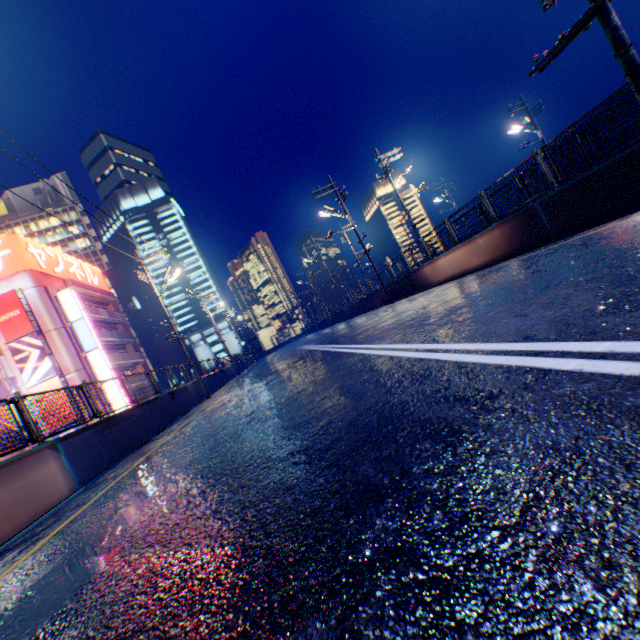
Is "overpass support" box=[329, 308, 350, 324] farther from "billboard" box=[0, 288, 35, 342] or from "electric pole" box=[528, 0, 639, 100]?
"billboard" box=[0, 288, 35, 342]

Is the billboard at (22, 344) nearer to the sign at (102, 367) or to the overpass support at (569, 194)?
the sign at (102, 367)

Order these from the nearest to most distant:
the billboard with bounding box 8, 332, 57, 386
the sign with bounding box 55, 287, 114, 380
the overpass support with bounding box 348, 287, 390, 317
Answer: the overpass support with bounding box 348, 287, 390, 317 < the billboard with bounding box 8, 332, 57, 386 < the sign with bounding box 55, 287, 114, 380

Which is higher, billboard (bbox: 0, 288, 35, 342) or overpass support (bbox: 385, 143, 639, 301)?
billboard (bbox: 0, 288, 35, 342)

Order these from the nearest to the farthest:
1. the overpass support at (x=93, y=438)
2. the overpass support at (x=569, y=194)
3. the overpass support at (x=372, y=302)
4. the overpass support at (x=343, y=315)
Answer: the overpass support at (x=93, y=438) → the overpass support at (x=569, y=194) → the overpass support at (x=372, y=302) → the overpass support at (x=343, y=315)

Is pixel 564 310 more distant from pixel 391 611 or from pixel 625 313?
pixel 391 611

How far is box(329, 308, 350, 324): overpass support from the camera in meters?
37.2
